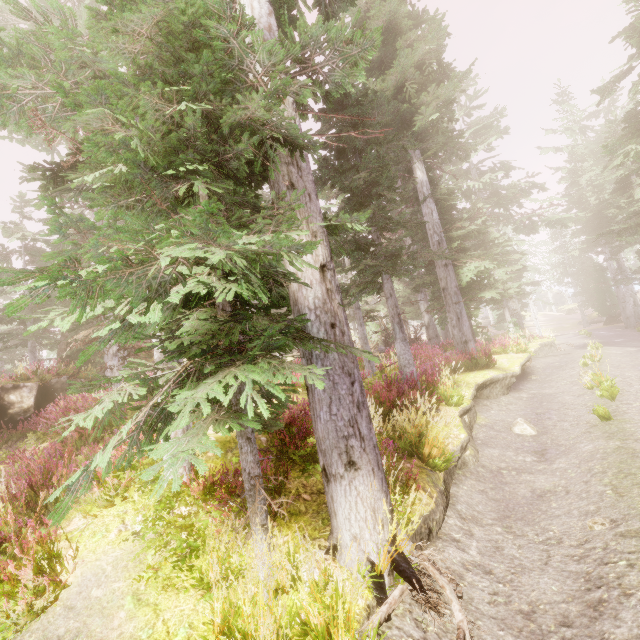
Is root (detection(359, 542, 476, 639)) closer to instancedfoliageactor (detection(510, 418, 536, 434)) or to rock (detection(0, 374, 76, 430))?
instancedfoliageactor (detection(510, 418, 536, 434))

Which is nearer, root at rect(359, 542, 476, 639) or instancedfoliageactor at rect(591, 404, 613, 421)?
root at rect(359, 542, 476, 639)

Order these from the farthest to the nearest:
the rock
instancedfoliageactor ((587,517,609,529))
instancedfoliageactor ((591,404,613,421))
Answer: the rock → instancedfoliageactor ((591,404,613,421)) → instancedfoliageactor ((587,517,609,529))

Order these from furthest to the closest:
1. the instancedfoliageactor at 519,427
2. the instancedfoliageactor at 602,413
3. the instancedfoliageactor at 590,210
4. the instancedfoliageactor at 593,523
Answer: the instancedfoliageactor at 519,427
the instancedfoliageactor at 602,413
the instancedfoliageactor at 593,523
the instancedfoliageactor at 590,210

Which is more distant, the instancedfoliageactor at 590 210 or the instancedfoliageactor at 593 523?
the instancedfoliageactor at 593 523

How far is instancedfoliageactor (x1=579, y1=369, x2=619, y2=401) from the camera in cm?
941

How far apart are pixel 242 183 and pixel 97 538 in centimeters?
512cm
